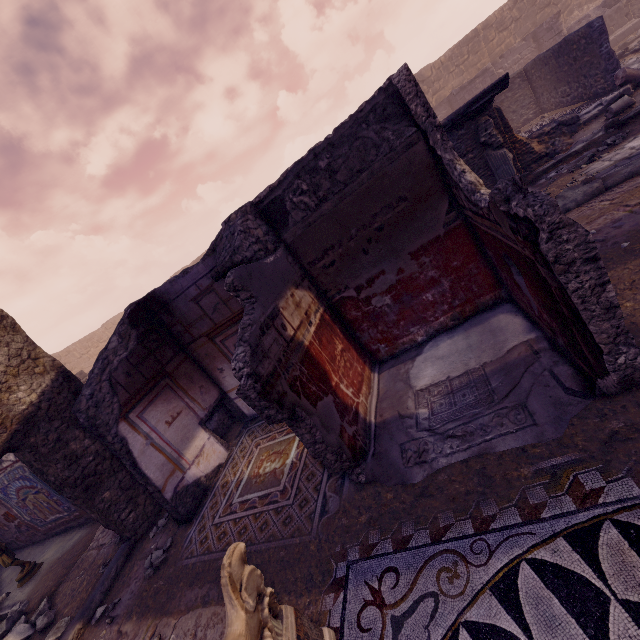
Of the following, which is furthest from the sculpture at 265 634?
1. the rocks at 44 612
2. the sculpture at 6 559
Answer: the sculpture at 6 559

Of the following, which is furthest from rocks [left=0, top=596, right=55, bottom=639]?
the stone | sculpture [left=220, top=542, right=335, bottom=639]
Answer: sculpture [left=220, top=542, right=335, bottom=639]

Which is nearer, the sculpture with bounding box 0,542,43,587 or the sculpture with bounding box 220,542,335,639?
the sculpture with bounding box 220,542,335,639

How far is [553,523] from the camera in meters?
1.9

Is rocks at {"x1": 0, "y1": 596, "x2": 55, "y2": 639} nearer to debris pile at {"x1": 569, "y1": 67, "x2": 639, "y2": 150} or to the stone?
the stone

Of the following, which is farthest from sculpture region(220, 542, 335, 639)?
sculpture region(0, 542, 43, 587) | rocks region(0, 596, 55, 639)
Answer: sculpture region(0, 542, 43, 587)

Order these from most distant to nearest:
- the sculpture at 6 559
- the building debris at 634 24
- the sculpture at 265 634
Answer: the building debris at 634 24 → the sculpture at 6 559 → the sculpture at 265 634

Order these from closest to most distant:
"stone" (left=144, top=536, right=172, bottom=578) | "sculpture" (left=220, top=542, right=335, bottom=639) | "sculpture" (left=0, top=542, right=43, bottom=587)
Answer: "sculpture" (left=220, top=542, right=335, bottom=639)
"stone" (left=144, top=536, right=172, bottom=578)
"sculpture" (left=0, top=542, right=43, bottom=587)
